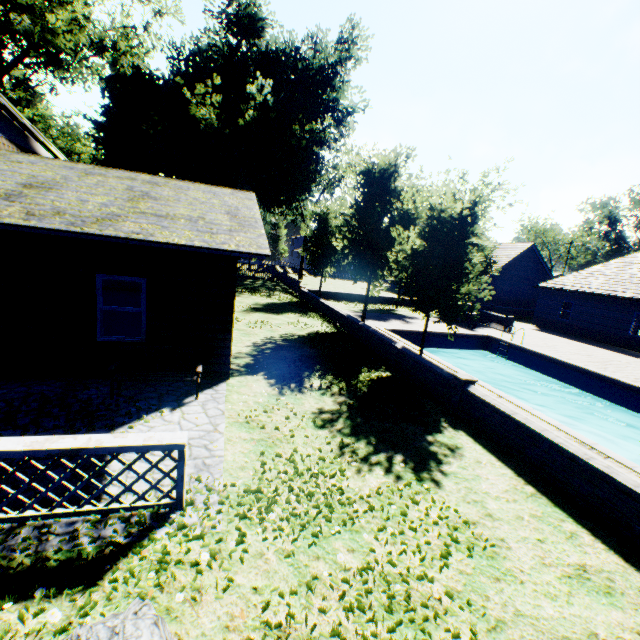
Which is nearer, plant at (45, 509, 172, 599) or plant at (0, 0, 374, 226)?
plant at (45, 509, 172, 599)

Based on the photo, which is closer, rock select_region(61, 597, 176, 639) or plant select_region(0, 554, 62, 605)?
rock select_region(61, 597, 176, 639)

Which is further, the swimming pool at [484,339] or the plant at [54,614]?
the swimming pool at [484,339]

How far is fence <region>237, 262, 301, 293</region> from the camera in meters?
31.2 m

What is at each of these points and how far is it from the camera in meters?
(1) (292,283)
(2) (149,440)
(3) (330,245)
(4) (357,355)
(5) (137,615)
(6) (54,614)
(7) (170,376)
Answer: (1) fence, 31.3 m
(2) house, 4.0 m
(3) tree, 25.1 m
(4) plant, 12.4 m
(5) rock, 2.8 m
(6) plant, 2.9 m
(7) bench, 7.3 m

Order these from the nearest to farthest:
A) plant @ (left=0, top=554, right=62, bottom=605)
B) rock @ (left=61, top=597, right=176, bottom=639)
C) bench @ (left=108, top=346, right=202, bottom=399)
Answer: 1. rock @ (left=61, top=597, right=176, bottom=639)
2. plant @ (left=0, top=554, right=62, bottom=605)
3. bench @ (left=108, top=346, right=202, bottom=399)

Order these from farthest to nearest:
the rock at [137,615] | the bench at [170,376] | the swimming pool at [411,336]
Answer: the swimming pool at [411,336], the bench at [170,376], the rock at [137,615]

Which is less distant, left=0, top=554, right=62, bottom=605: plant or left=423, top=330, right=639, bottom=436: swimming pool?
left=0, top=554, right=62, bottom=605: plant
